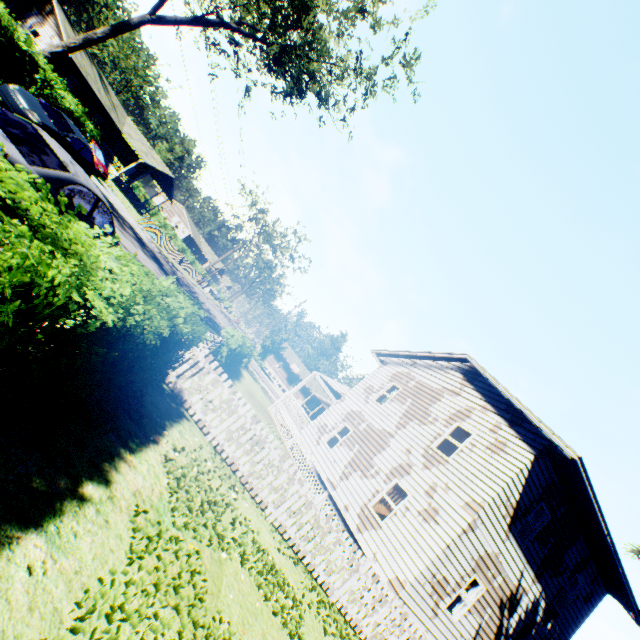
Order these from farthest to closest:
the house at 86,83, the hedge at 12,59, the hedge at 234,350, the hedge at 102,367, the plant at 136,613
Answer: the house at 86,83 < the hedge at 234,350 < the hedge at 12,59 < the plant at 136,613 < the hedge at 102,367

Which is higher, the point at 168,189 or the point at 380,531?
the point at 168,189

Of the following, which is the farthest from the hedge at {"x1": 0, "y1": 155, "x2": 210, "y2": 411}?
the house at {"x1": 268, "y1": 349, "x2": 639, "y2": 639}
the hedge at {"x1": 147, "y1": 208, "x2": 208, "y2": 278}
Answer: the hedge at {"x1": 147, "y1": 208, "x2": 208, "y2": 278}

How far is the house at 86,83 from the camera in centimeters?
3152cm

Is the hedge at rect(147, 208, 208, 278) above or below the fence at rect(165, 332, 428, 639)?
above

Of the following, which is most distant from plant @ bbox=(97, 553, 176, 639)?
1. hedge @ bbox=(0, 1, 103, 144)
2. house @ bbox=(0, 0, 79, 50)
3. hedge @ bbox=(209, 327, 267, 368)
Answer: house @ bbox=(0, 0, 79, 50)

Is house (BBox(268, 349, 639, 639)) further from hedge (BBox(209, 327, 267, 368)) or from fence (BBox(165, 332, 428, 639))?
hedge (BBox(209, 327, 267, 368))

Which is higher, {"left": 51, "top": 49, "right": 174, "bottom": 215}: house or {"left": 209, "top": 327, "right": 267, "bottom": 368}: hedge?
{"left": 51, "top": 49, "right": 174, "bottom": 215}: house
